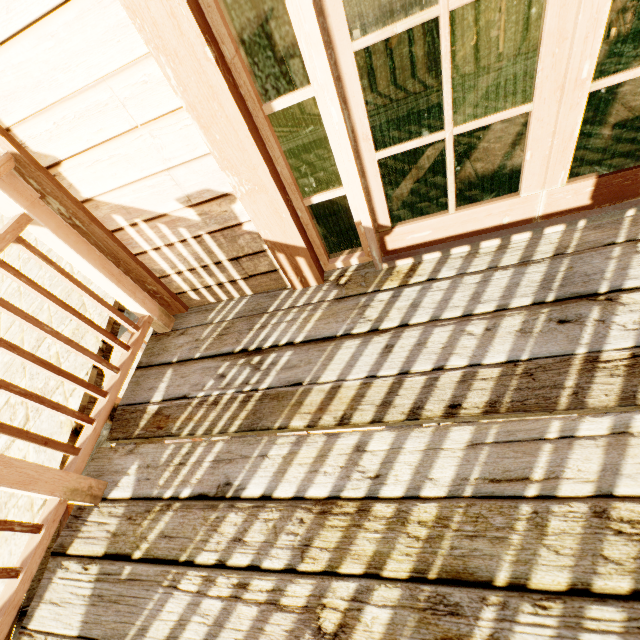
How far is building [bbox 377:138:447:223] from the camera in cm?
183

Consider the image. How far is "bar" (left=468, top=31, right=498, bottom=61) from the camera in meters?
7.2 m

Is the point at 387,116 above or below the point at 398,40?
above

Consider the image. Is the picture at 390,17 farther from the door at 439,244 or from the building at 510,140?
the door at 439,244

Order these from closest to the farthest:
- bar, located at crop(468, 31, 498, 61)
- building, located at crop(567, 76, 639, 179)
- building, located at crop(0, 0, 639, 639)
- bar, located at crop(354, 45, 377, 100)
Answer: building, located at crop(0, 0, 639, 639) < building, located at crop(567, 76, 639, 179) < bar, located at crop(468, 31, 498, 61) < bar, located at crop(354, 45, 377, 100)

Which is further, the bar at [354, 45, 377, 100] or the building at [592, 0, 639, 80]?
the bar at [354, 45, 377, 100]

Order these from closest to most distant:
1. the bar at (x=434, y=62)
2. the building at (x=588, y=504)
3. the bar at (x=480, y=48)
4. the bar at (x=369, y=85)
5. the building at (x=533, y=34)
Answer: the building at (x=588, y=504) < the building at (x=533, y=34) < the bar at (x=480, y=48) < the bar at (x=434, y=62) < the bar at (x=369, y=85)

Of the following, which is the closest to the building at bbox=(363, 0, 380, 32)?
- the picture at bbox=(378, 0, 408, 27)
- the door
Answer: the door
